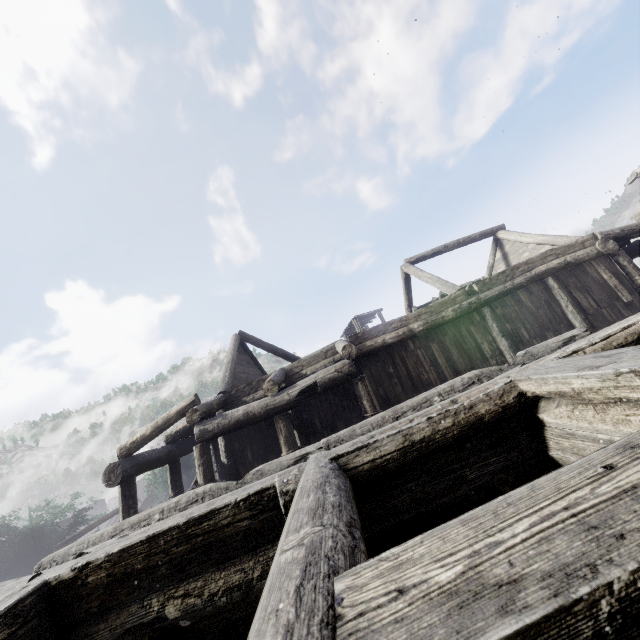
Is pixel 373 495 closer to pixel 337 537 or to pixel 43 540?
pixel 337 537
